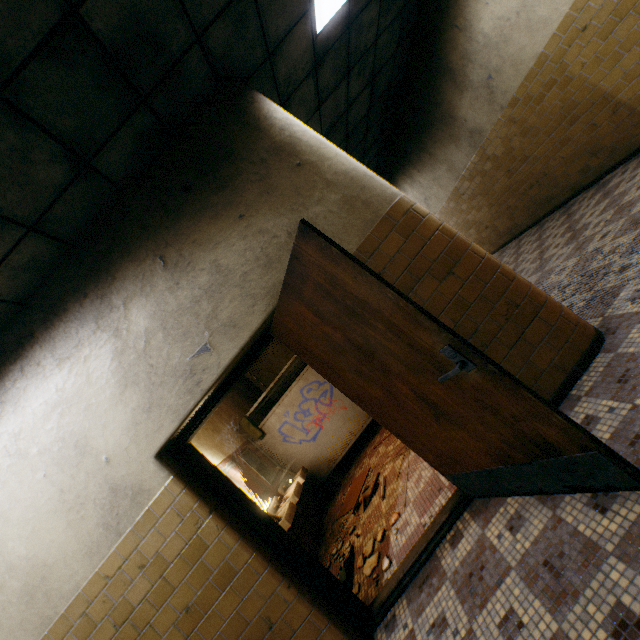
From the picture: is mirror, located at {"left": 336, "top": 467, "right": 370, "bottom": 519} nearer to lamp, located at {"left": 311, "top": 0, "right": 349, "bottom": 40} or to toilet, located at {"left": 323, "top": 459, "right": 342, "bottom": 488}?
toilet, located at {"left": 323, "top": 459, "right": 342, "bottom": 488}

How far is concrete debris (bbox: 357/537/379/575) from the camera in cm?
315

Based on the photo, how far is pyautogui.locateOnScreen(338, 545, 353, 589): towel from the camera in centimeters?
334cm

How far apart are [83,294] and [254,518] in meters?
2.5 m

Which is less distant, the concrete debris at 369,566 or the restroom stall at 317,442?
the concrete debris at 369,566

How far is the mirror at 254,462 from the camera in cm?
562

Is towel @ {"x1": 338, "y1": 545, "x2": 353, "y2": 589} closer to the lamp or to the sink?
the sink

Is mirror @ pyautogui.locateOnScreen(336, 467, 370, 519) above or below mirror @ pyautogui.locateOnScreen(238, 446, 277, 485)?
below
